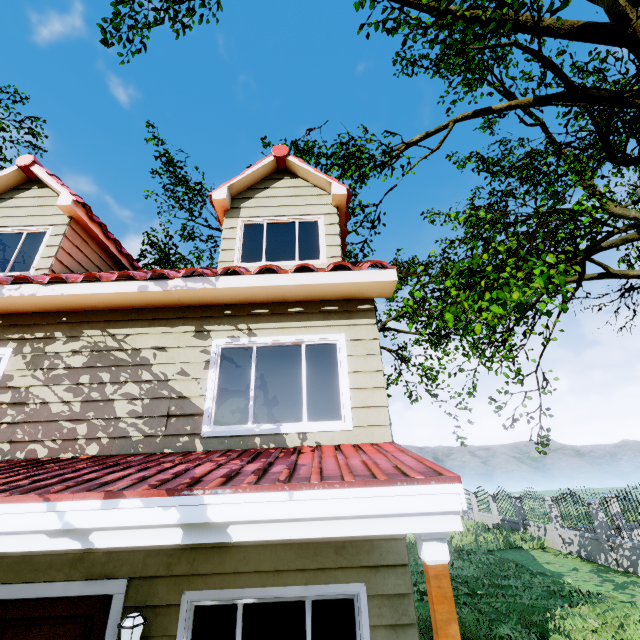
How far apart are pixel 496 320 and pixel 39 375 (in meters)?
12.43

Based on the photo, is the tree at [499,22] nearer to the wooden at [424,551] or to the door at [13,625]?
the wooden at [424,551]

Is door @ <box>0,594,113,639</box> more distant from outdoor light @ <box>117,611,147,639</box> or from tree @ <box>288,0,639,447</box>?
tree @ <box>288,0,639,447</box>

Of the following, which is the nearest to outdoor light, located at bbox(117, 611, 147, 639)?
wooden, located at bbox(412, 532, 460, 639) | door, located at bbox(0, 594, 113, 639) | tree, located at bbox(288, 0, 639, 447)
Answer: door, located at bbox(0, 594, 113, 639)

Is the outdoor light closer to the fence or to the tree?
the fence

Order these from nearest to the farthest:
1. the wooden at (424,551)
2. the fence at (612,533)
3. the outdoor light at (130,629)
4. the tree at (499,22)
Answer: the wooden at (424,551) < the outdoor light at (130,629) < the tree at (499,22) < the fence at (612,533)

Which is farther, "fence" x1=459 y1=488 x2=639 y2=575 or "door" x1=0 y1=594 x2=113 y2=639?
"fence" x1=459 y1=488 x2=639 y2=575

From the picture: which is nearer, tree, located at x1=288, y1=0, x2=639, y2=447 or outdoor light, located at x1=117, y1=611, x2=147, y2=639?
outdoor light, located at x1=117, y1=611, x2=147, y2=639
